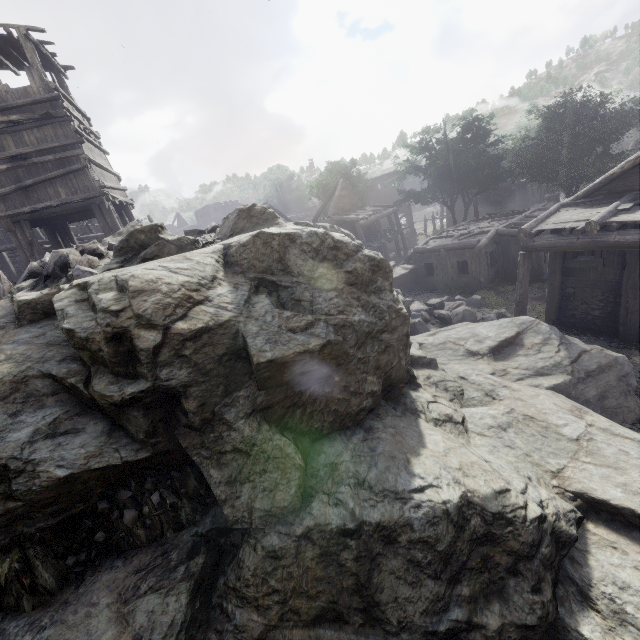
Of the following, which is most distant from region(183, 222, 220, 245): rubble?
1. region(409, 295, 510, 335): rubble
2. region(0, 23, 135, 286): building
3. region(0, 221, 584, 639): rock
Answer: region(409, 295, 510, 335): rubble

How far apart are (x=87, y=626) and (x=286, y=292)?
4.6 meters

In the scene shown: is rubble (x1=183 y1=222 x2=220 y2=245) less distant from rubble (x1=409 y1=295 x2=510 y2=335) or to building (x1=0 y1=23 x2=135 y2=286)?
building (x1=0 y1=23 x2=135 y2=286)

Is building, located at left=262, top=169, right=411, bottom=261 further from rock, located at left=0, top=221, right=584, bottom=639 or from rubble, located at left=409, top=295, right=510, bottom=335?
rubble, located at left=409, top=295, right=510, bottom=335

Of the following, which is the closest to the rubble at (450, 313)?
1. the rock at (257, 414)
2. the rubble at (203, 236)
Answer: the rock at (257, 414)

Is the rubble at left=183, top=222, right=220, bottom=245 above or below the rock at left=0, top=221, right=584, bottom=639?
above

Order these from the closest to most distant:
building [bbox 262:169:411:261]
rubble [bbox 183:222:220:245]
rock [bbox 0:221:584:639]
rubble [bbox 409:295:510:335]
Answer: rock [bbox 0:221:584:639] < rubble [bbox 183:222:220:245] < rubble [bbox 409:295:510:335] < building [bbox 262:169:411:261]

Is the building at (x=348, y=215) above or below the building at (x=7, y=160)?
below
